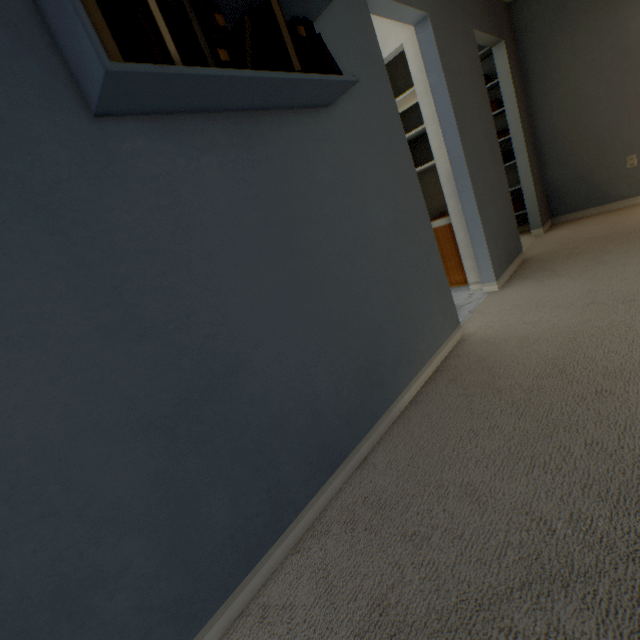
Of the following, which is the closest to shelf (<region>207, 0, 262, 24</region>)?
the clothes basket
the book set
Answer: the book set

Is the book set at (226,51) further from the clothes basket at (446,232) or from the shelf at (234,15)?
the clothes basket at (446,232)

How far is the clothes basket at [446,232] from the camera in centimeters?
308cm

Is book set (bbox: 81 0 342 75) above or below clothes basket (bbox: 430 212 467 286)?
above

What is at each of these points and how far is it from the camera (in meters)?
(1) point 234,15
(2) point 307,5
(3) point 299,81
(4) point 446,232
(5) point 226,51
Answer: (1) shelf, 1.14
(2) shelf, 1.24
(3) shelf, 1.13
(4) clothes basket, 3.10
(5) book set, 0.95

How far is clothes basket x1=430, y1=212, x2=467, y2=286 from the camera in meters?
3.1 m
